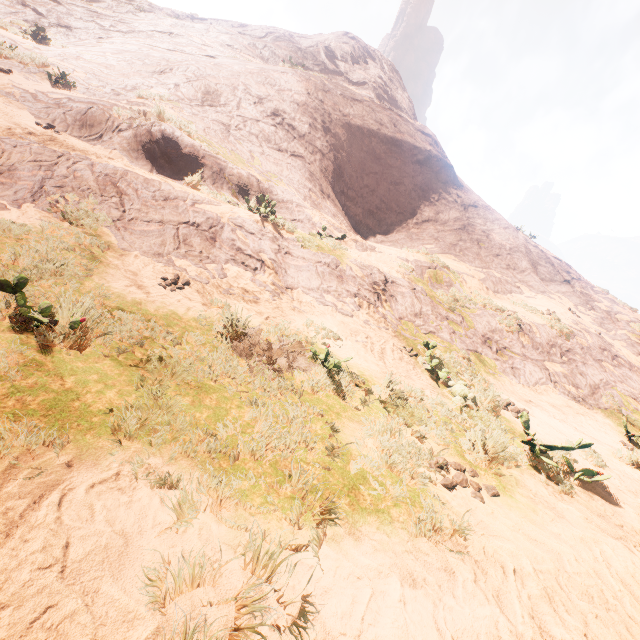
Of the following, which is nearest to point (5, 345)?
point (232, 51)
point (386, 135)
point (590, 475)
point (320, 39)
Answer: point (590, 475)
